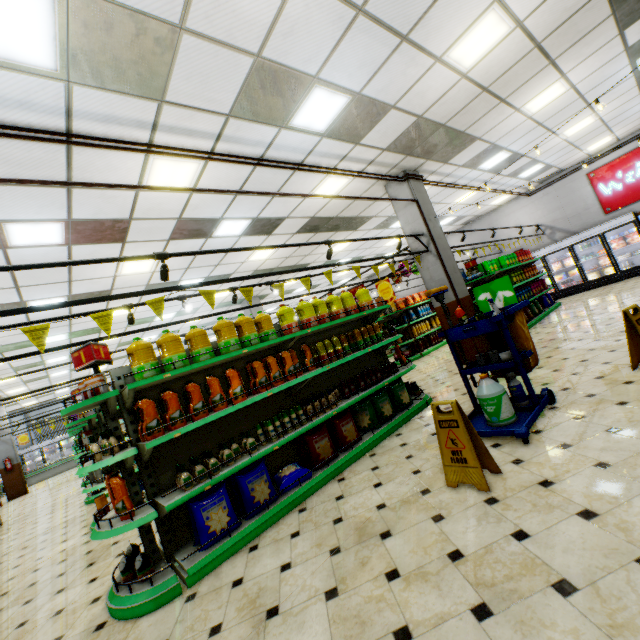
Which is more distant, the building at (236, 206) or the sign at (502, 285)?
the sign at (502, 285)

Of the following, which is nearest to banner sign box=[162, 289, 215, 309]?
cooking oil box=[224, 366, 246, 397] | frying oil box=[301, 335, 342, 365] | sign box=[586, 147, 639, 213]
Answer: cooking oil box=[224, 366, 246, 397]

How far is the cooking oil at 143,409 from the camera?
3.2m

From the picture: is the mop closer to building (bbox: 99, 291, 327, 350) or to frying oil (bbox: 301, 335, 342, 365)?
building (bbox: 99, 291, 327, 350)

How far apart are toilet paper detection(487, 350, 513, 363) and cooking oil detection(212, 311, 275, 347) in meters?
2.9 m

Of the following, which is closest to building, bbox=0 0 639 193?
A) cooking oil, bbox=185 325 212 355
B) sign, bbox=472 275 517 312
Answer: sign, bbox=472 275 517 312

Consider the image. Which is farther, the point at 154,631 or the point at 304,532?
the point at 304,532

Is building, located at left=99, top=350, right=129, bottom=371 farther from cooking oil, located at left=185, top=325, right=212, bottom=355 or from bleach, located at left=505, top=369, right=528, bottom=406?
cooking oil, located at left=185, top=325, right=212, bottom=355
